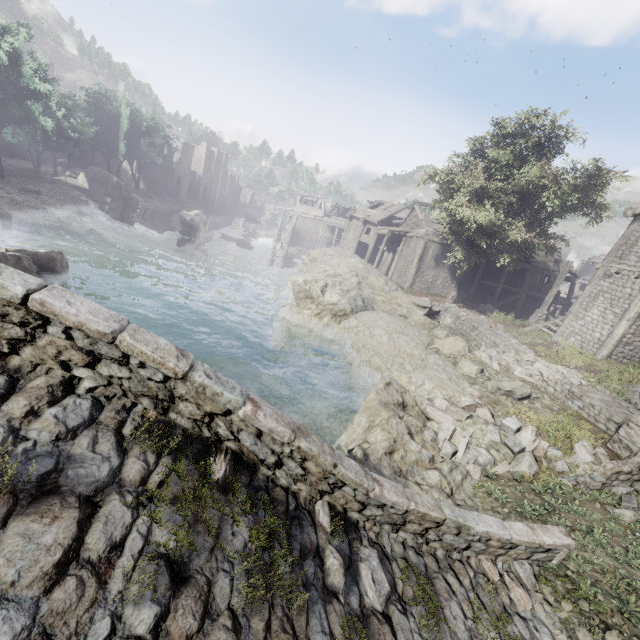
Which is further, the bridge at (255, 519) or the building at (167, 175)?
the building at (167, 175)

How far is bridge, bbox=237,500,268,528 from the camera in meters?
3.2 m

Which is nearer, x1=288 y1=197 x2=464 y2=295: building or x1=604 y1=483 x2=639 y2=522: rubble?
x1=604 y1=483 x2=639 y2=522: rubble

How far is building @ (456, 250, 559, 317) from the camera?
28.9m

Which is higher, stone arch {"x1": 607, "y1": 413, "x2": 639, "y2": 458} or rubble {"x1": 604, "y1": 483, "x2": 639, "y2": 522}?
stone arch {"x1": 607, "y1": 413, "x2": 639, "y2": 458}

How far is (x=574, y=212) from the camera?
21.0m

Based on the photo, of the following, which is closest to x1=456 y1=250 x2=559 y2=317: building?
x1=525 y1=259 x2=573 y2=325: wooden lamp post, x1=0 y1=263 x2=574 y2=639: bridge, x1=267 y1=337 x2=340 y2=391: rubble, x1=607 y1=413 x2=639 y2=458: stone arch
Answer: x1=525 y1=259 x2=573 y2=325: wooden lamp post

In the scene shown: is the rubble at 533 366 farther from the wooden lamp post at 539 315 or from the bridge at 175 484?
the wooden lamp post at 539 315
